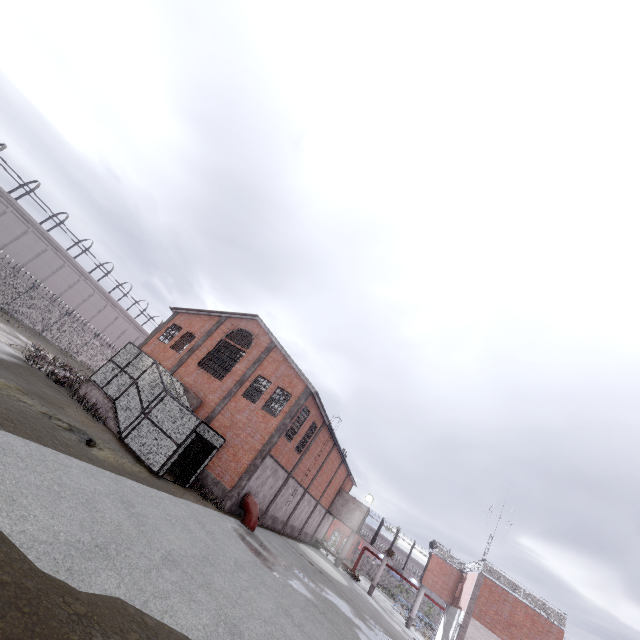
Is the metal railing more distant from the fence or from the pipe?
the pipe

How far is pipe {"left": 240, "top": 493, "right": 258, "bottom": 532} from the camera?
19.38m

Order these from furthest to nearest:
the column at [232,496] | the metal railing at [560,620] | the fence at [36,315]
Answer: the fence at [36,315], the metal railing at [560,620], the column at [232,496]

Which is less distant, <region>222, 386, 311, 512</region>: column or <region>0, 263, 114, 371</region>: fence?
<region>222, 386, 311, 512</region>: column

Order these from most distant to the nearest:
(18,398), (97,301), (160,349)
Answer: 1. (97,301)
2. (160,349)
3. (18,398)

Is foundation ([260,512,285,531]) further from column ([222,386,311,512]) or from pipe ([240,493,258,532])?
column ([222,386,311,512])

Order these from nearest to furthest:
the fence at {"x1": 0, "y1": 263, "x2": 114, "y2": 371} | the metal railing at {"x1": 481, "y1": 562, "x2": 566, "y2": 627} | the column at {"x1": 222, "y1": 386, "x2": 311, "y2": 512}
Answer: the column at {"x1": 222, "y1": 386, "x2": 311, "y2": 512}
the metal railing at {"x1": 481, "y1": 562, "x2": 566, "y2": 627}
the fence at {"x1": 0, "y1": 263, "x2": 114, "y2": 371}

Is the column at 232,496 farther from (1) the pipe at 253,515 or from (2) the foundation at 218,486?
(1) the pipe at 253,515
